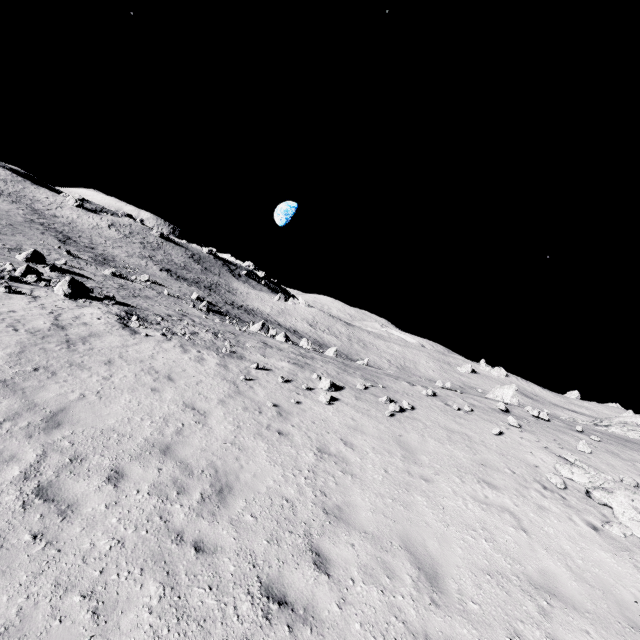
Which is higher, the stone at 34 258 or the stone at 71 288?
the stone at 71 288

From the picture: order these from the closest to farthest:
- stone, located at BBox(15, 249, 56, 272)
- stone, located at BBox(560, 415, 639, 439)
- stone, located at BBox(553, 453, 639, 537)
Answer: stone, located at BBox(553, 453, 639, 537), stone, located at BBox(560, 415, 639, 439), stone, located at BBox(15, 249, 56, 272)

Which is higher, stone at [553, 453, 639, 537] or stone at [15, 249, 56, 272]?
stone at [553, 453, 639, 537]

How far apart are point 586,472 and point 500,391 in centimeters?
2429cm

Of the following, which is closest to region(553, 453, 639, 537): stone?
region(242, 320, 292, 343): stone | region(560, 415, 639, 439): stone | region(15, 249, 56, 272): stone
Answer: region(560, 415, 639, 439): stone

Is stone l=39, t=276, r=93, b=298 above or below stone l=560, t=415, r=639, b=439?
below

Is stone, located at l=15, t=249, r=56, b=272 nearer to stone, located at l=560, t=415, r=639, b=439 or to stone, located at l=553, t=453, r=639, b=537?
A: stone, located at l=553, t=453, r=639, b=537

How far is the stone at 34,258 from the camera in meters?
27.9
